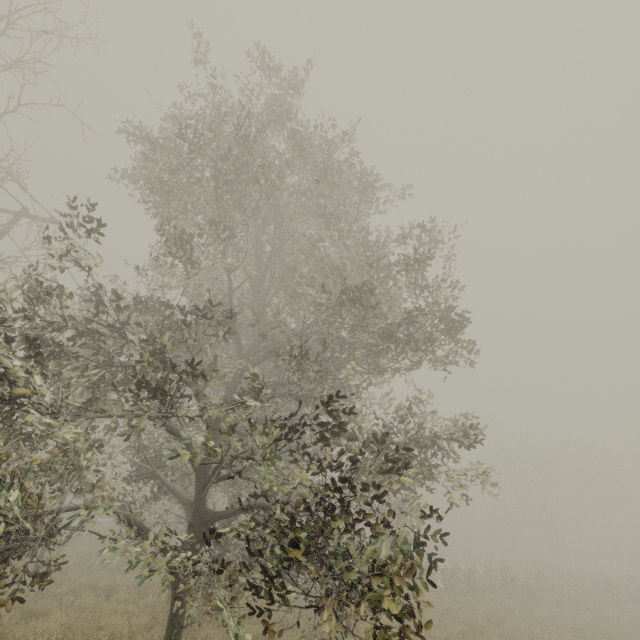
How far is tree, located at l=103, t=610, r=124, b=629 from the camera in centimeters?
828cm

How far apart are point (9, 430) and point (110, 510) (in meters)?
2.73

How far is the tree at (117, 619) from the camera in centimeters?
828cm

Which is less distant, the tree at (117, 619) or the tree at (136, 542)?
the tree at (136, 542)

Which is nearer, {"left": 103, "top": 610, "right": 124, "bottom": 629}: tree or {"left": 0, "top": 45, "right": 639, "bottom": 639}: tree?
{"left": 0, "top": 45, "right": 639, "bottom": 639}: tree
